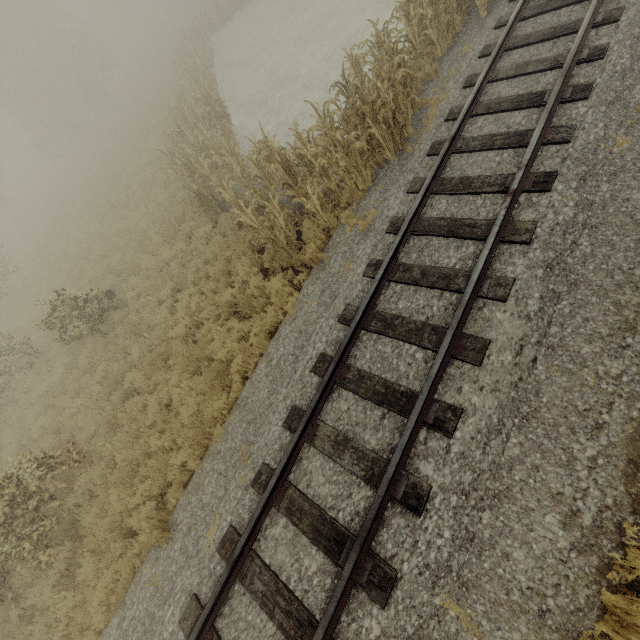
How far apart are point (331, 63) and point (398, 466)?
16.5 meters

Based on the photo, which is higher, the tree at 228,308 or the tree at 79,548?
the tree at 79,548

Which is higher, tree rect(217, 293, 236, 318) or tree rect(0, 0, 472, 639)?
tree rect(0, 0, 472, 639)

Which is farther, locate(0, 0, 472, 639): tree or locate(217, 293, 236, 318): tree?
locate(217, 293, 236, 318): tree

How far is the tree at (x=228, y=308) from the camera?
8.3 meters

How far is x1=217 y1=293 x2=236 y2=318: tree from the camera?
8.3m
